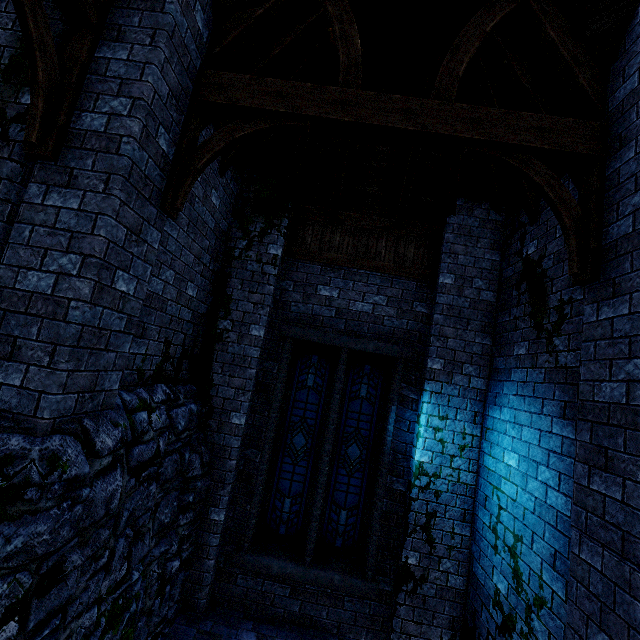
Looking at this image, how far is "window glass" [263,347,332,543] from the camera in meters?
5.6 m

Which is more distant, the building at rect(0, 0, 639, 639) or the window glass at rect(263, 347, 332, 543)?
the window glass at rect(263, 347, 332, 543)

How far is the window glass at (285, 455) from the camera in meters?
5.6

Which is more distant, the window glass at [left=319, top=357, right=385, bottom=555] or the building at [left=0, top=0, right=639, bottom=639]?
the window glass at [left=319, top=357, right=385, bottom=555]

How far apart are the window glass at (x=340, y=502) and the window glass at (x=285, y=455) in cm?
22

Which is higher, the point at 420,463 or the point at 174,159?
the point at 174,159

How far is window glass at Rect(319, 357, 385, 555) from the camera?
5.6m

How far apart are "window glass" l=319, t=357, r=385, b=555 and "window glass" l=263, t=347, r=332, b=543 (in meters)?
0.22
